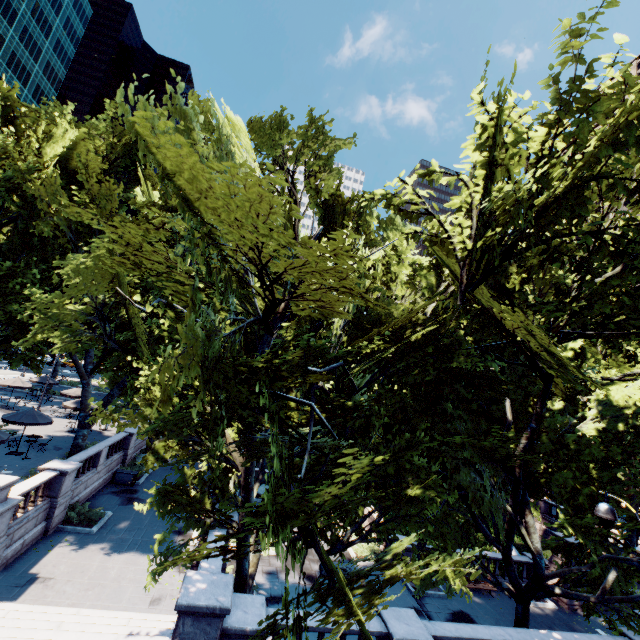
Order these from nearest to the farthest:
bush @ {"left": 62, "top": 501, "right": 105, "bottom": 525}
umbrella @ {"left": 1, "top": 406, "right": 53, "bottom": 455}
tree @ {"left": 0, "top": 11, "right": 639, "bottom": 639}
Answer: tree @ {"left": 0, "top": 11, "right": 639, "bottom": 639}
bush @ {"left": 62, "top": 501, "right": 105, "bottom": 525}
umbrella @ {"left": 1, "top": 406, "right": 53, "bottom": 455}

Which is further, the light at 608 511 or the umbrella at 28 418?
the umbrella at 28 418

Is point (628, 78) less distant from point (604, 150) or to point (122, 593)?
point (604, 150)

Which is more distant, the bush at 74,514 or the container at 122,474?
the container at 122,474

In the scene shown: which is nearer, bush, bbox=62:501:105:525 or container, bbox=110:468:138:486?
bush, bbox=62:501:105:525

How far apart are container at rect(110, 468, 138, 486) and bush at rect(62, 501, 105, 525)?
4.65m

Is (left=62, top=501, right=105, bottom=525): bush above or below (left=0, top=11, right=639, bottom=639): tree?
below

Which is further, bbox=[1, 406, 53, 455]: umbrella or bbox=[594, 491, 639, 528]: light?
bbox=[1, 406, 53, 455]: umbrella
